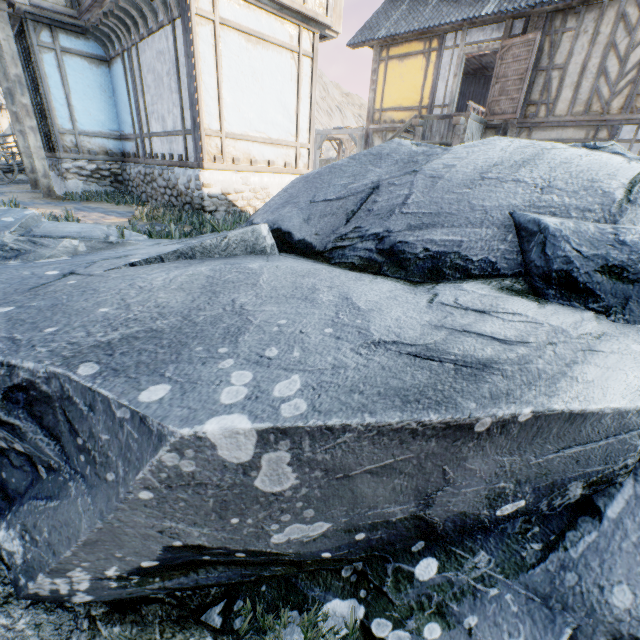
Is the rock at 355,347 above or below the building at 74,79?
below

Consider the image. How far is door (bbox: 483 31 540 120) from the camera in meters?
9.8 m

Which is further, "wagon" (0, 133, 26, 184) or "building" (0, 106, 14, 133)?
"building" (0, 106, 14, 133)

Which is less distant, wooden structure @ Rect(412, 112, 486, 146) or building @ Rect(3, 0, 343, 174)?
building @ Rect(3, 0, 343, 174)

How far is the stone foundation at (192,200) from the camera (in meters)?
6.45

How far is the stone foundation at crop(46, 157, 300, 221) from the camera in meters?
6.4 m

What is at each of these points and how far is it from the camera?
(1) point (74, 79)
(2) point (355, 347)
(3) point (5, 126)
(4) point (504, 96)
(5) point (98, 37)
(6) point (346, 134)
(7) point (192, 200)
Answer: (1) building, 8.2m
(2) rock, 2.1m
(3) building, 17.7m
(4) door, 10.6m
(5) wooden structure, 8.0m
(6) awning, 15.1m
(7) stone foundation, 6.6m

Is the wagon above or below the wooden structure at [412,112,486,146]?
below
